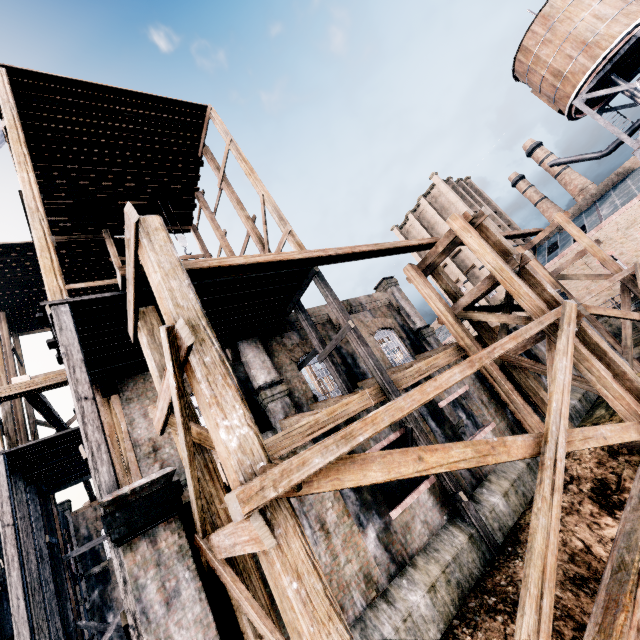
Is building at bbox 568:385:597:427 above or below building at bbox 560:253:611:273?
below

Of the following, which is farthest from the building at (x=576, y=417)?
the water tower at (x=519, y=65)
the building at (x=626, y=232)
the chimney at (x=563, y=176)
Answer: the chimney at (x=563, y=176)

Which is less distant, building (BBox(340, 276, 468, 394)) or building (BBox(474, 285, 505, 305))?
building (BBox(340, 276, 468, 394))

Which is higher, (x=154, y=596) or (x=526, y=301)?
(x=526, y=301)

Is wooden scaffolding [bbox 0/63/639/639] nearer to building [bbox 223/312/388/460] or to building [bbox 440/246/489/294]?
building [bbox 223/312/388/460]

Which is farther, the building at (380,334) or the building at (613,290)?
the building at (613,290)

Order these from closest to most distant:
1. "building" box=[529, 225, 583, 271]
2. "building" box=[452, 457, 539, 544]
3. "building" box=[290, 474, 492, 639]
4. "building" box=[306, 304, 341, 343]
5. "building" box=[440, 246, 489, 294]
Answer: "building" box=[290, 474, 492, 639] → "building" box=[452, 457, 539, 544] → "building" box=[306, 304, 341, 343] → "building" box=[529, 225, 583, 271] → "building" box=[440, 246, 489, 294]
